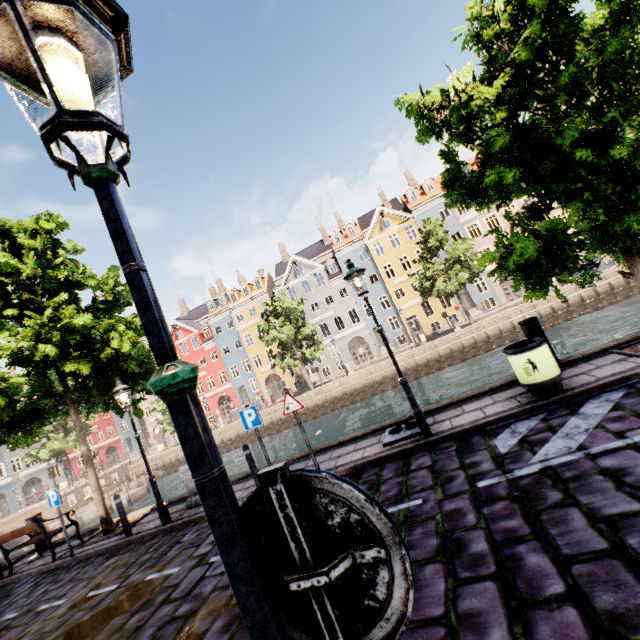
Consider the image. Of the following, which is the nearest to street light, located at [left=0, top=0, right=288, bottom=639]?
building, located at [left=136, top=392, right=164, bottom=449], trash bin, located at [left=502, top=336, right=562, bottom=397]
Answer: trash bin, located at [left=502, top=336, right=562, bottom=397]

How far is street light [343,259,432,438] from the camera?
6.4 meters

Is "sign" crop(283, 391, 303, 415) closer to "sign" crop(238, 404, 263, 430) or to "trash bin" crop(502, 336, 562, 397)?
"sign" crop(238, 404, 263, 430)

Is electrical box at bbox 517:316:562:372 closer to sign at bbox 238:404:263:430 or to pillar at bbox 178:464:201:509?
sign at bbox 238:404:263:430

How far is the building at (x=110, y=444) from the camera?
52.0m

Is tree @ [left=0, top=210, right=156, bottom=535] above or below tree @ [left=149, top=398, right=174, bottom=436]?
above

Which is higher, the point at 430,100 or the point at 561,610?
the point at 430,100

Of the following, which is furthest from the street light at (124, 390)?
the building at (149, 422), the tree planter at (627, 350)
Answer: the building at (149, 422)
